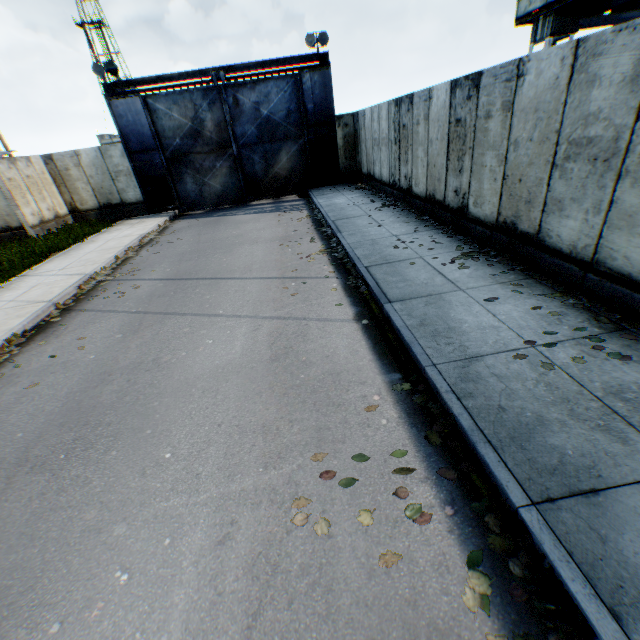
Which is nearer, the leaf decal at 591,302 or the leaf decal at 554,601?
the leaf decal at 554,601

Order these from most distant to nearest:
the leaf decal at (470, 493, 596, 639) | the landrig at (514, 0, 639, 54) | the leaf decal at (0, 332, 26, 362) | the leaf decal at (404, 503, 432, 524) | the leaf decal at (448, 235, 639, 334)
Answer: the landrig at (514, 0, 639, 54) < the leaf decal at (0, 332, 26, 362) < the leaf decal at (448, 235, 639, 334) < the leaf decal at (404, 503, 432, 524) < the leaf decal at (470, 493, 596, 639)

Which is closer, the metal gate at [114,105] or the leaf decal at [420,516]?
the leaf decal at [420,516]

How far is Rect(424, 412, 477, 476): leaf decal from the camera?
3.1m

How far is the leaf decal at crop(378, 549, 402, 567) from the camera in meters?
2.5

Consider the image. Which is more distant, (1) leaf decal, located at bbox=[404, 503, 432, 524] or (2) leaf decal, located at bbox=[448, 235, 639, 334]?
(2) leaf decal, located at bbox=[448, 235, 639, 334]

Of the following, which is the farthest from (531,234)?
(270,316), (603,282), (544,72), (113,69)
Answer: (113,69)

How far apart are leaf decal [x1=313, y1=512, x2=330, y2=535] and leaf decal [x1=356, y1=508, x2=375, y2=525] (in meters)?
0.34
